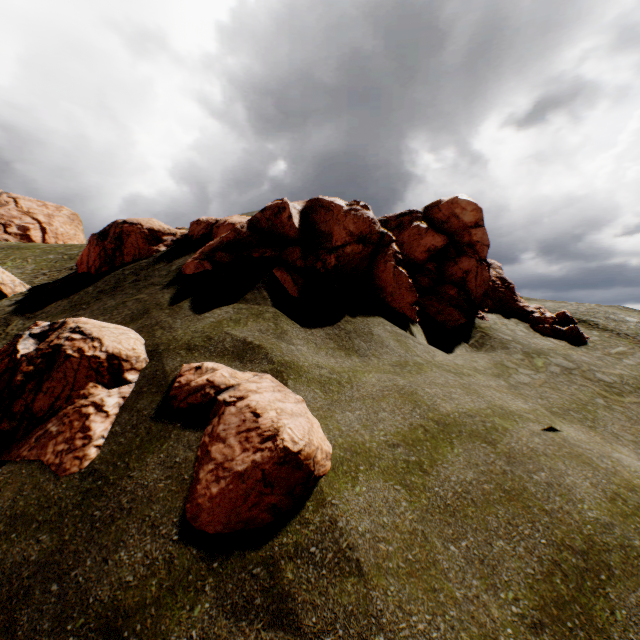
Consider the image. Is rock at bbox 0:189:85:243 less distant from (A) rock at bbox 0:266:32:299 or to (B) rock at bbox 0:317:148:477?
(A) rock at bbox 0:266:32:299

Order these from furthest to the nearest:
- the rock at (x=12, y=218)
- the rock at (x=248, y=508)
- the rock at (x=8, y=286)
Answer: the rock at (x=12, y=218)
the rock at (x=8, y=286)
the rock at (x=248, y=508)

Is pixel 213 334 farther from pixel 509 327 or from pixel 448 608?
pixel 509 327

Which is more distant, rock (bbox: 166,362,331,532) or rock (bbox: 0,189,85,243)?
rock (bbox: 0,189,85,243)

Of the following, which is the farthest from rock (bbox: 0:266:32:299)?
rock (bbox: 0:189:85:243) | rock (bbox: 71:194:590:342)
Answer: rock (bbox: 0:189:85:243)

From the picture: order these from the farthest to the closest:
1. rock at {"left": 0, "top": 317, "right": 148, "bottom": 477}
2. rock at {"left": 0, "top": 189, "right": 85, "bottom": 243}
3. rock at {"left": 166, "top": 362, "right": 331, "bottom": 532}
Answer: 1. rock at {"left": 0, "top": 189, "right": 85, "bottom": 243}
2. rock at {"left": 0, "top": 317, "right": 148, "bottom": 477}
3. rock at {"left": 166, "top": 362, "right": 331, "bottom": 532}

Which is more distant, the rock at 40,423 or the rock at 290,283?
the rock at 290,283

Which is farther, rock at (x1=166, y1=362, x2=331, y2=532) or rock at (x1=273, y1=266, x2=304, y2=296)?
rock at (x1=273, y1=266, x2=304, y2=296)
